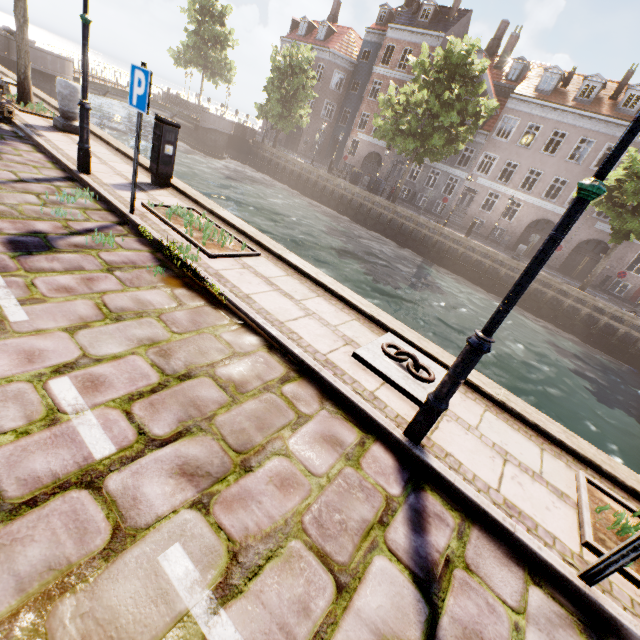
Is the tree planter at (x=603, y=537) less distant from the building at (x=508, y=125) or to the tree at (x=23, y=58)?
the tree at (x=23, y=58)

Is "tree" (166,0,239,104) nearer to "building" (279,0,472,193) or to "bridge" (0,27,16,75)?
"bridge" (0,27,16,75)

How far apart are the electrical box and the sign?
2.0 meters

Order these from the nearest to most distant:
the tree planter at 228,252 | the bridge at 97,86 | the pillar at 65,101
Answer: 1. the tree planter at 228,252
2. the pillar at 65,101
3. the bridge at 97,86

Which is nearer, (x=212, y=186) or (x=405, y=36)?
(x=212, y=186)

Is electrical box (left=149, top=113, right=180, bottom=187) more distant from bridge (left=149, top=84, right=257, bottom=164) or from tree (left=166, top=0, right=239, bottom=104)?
bridge (left=149, top=84, right=257, bottom=164)

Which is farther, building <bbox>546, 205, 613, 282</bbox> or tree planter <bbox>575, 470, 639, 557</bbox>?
building <bbox>546, 205, 613, 282</bbox>

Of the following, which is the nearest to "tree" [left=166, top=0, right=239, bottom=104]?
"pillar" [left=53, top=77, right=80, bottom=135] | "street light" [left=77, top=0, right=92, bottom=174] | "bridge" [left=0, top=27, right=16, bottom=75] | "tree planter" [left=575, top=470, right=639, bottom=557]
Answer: "tree planter" [left=575, top=470, right=639, bottom=557]
